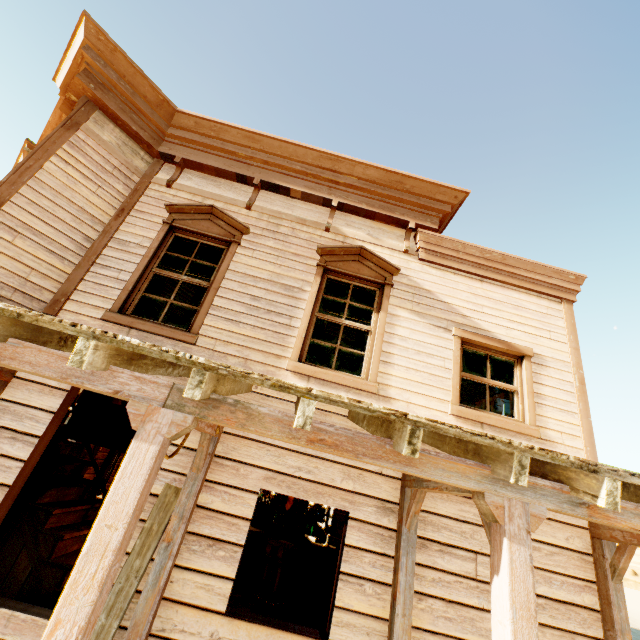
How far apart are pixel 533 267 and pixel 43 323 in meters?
6.6

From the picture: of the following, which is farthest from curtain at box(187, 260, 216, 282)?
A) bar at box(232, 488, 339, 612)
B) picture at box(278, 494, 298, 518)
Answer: picture at box(278, 494, 298, 518)

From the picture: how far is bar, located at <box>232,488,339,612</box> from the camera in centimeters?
696cm

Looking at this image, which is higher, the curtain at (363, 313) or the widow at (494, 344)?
the curtain at (363, 313)

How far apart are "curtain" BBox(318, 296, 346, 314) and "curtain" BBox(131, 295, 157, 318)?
1.5 meters

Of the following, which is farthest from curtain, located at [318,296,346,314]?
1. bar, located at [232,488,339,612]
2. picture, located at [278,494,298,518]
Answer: picture, located at [278,494,298,518]

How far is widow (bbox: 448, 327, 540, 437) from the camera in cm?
438

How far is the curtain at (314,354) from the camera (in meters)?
4.70
